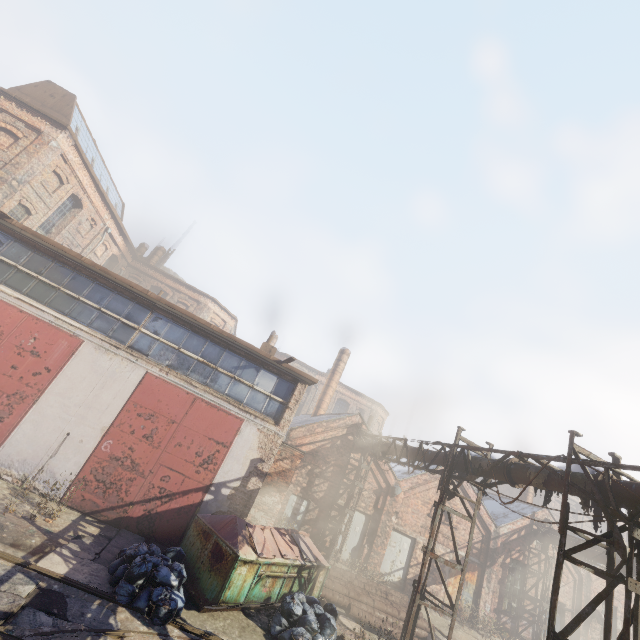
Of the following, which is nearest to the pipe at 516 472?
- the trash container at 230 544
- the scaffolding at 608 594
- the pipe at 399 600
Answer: the scaffolding at 608 594

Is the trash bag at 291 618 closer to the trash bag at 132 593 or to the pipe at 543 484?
the trash bag at 132 593

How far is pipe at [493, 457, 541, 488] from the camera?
8.31m

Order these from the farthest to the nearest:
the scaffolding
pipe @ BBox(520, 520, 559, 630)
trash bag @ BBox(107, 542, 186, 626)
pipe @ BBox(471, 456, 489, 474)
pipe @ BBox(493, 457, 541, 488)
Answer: pipe @ BBox(520, 520, 559, 630) → pipe @ BBox(471, 456, 489, 474) → pipe @ BBox(493, 457, 541, 488) → trash bag @ BBox(107, 542, 186, 626) → the scaffolding

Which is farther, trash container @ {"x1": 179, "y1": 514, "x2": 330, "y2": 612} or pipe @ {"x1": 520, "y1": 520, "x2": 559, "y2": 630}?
pipe @ {"x1": 520, "y1": 520, "x2": 559, "y2": 630}

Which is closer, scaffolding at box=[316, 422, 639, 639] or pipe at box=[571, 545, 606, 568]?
scaffolding at box=[316, 422, 639, 639]

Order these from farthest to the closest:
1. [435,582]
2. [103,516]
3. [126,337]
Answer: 1. [435,582]
2. [126,337]
3. [103,516]

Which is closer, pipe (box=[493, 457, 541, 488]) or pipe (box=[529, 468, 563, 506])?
pipe (box=[529, 468, 563, 506])
